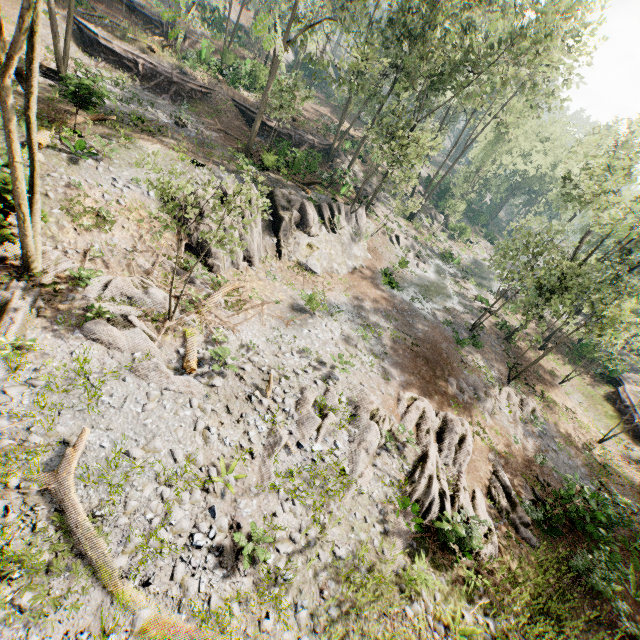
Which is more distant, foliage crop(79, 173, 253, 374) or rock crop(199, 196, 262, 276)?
rock crop(199, 196, 262, 276)

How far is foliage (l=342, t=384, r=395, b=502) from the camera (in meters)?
11.31

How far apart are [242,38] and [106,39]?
29.2 meters

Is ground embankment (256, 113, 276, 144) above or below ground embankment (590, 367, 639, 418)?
above

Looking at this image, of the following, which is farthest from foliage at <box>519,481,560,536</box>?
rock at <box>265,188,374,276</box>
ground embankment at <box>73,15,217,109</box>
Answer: ground embankment at <box>73,15,217,109</box>

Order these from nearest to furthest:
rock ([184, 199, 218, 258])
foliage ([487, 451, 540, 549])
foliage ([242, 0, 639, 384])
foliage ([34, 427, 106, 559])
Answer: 1. foliage ([34, 427, 106, 559])
2. foliage ([487, 451, 540, 549])
3. rock ([184, 199, 218, 258])
4. foliage ([242, 0, 639, 384])

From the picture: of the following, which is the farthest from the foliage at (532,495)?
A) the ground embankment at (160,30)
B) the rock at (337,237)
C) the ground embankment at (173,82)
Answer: the ground embankment at (173,82)

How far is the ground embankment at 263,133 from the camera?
31.9 meters
